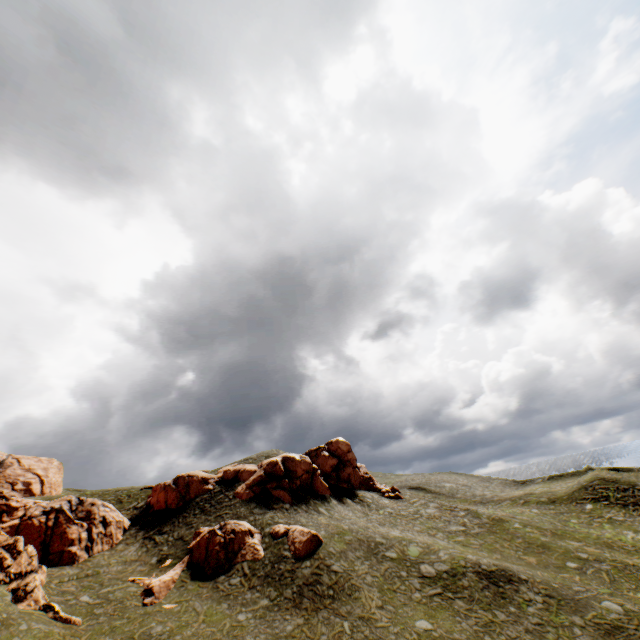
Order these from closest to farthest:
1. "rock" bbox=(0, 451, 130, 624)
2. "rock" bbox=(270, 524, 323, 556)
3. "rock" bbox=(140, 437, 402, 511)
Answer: Answer:
"rock" bbox=(0, 451, 130, 624)
"rock" bbox=(270, 524, 323, 556)
"rock" bbox=(140, 437, 402, 511)

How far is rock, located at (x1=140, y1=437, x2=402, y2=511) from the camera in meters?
38.7

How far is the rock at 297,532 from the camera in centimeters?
2816cm

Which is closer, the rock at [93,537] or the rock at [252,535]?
the rock at [93,537]

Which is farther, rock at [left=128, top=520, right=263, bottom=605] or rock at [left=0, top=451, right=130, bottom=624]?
rock at [left=128, top=520, right=263, bottom=605]

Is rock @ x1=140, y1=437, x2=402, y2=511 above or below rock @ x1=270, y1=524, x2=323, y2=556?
above

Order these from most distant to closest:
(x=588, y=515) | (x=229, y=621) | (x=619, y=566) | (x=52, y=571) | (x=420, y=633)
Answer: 1. (x=588, y=515)
2. (x=619, y=566)
3. (x=52, y=571)
4. (x=229, y=621)
5. (x=420, y=633)
